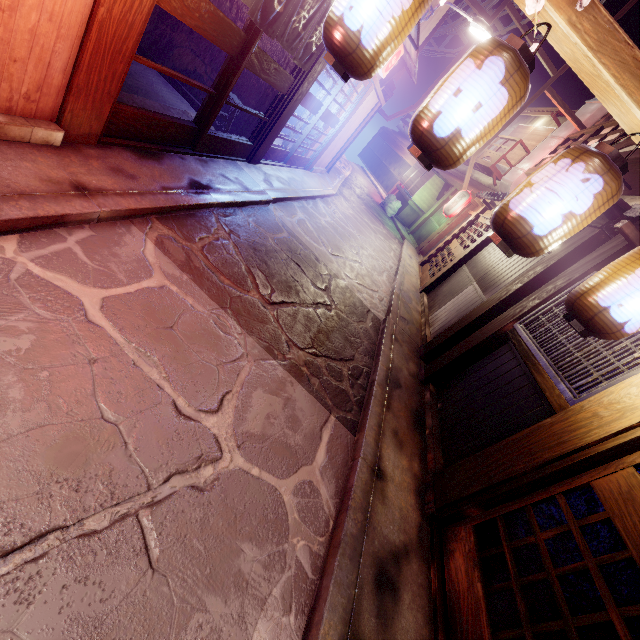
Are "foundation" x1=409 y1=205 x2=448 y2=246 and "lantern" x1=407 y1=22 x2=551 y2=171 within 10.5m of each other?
no

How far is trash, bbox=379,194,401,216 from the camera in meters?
33.8

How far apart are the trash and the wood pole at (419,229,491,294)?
18.33m

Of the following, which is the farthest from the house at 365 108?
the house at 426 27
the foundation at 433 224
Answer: the foundation at 433 224

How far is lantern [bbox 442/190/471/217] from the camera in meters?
22.8

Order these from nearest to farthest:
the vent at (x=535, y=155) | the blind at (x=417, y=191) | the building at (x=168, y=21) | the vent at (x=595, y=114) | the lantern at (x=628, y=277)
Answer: the lantern at (x=628, y=277)
the building at (x=168, y=21)
the vent at (x=595, y=114)
the vent at (x=535, y=155)
the blind at (x=417, y=191)

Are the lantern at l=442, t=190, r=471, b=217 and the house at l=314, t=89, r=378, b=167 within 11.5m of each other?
yes

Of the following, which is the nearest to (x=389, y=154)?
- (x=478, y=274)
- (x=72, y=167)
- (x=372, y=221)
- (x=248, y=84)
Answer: (x=372, y=221)
